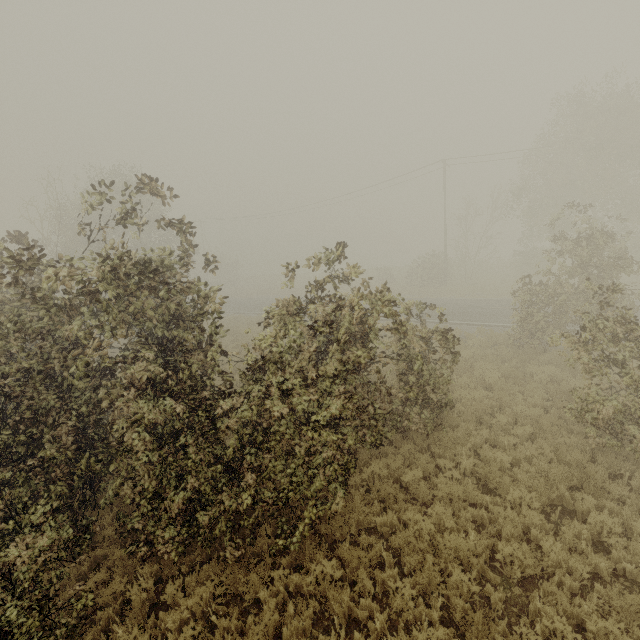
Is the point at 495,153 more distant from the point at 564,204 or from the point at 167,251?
the point at 167,251

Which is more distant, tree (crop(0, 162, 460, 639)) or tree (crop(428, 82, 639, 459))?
tree (crop(428, 82, 639, 459))

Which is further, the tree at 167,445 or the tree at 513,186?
the tree at 513,186
